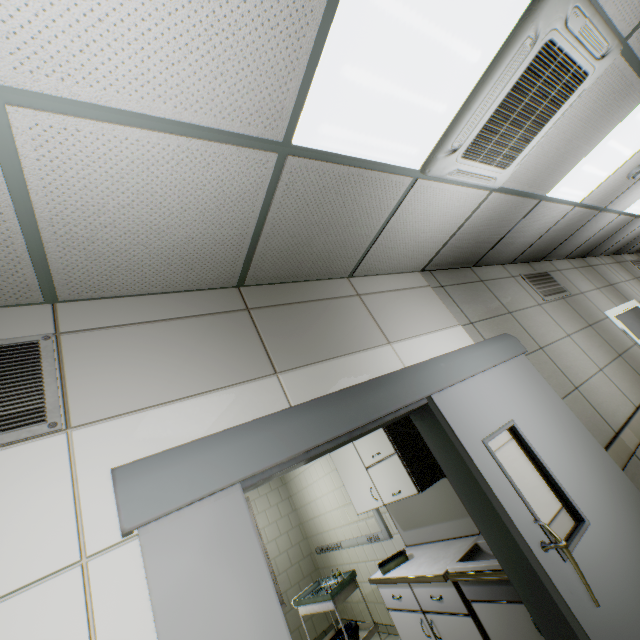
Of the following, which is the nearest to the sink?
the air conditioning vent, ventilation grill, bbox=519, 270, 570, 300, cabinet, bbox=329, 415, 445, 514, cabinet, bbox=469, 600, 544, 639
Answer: cabinet, bbox=469, 600, 544, 639

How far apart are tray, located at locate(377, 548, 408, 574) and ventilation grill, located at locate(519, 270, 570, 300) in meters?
3.6 m

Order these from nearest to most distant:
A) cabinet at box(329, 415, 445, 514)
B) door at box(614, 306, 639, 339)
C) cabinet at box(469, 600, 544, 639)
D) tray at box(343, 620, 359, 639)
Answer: cabinet at box(469, 600, 544, 639) < cabinet at box(329, 415, 445, 514) < tray at box(343, 620, 359, 639) < door at box(614, 306, 639, 339)

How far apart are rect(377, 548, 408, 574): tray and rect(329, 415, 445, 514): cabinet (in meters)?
0.54

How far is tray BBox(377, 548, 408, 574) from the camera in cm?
331

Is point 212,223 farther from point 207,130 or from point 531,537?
point 531,537

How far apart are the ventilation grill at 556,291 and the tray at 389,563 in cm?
357

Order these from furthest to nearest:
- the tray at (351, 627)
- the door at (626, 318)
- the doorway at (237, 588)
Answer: the door at (626, 318) → the tray at (351, 627) → the doorway at (237, 588)
